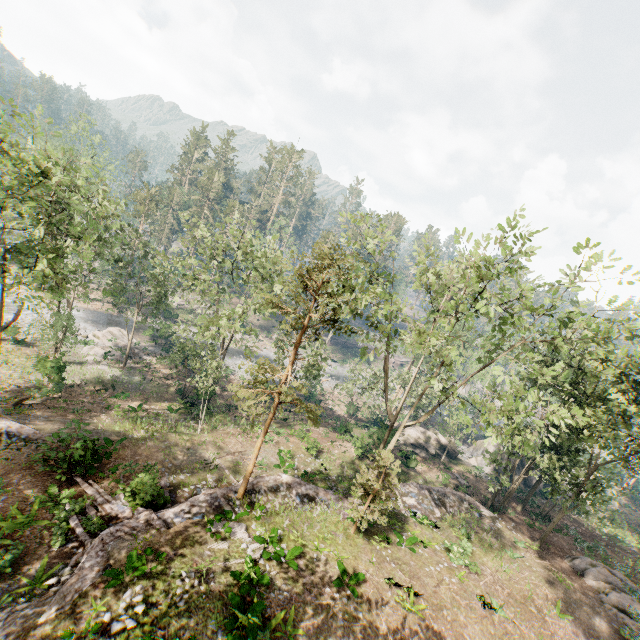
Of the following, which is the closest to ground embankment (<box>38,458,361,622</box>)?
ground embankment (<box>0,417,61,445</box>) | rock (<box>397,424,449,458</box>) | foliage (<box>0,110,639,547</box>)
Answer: foliage (<box>0,110,639,547</box>)

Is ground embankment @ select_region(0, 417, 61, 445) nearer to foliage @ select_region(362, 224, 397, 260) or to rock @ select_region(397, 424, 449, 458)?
foliage @ select_region(362, 224, 397, 260)

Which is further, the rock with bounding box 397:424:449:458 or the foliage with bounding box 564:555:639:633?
the rock with bounding box 397:424:449:458

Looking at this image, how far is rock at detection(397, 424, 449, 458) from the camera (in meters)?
37.26

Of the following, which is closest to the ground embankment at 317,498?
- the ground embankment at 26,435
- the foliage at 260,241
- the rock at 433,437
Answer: the foliage at 260,241

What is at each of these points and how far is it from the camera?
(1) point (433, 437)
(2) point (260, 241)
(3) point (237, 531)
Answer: (1) rock, 38.5m
(2) foliage, 34.4m
(3) foliage, 15.4m

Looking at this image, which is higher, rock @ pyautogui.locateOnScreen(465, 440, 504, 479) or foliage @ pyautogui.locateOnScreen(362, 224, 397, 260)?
foliage @ pyautogui.locateOnScreen(362, 224, 397, 260)

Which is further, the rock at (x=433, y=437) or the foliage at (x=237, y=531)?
the rock at (x=433, y=437)
